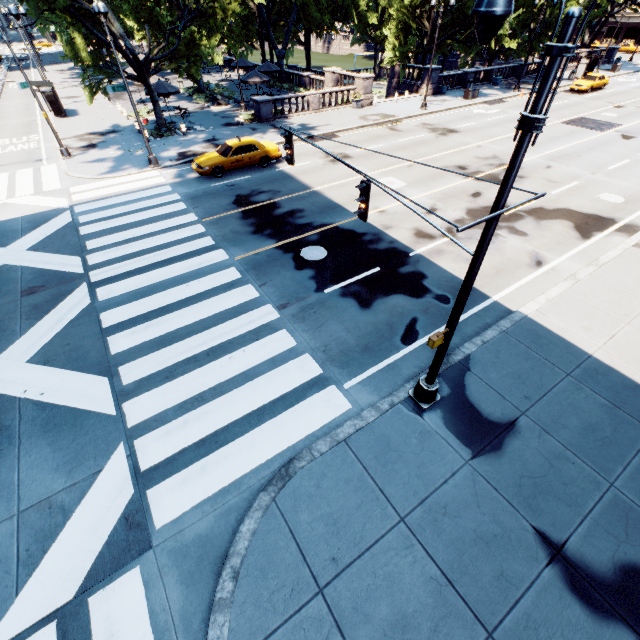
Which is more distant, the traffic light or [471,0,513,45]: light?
the traffic light

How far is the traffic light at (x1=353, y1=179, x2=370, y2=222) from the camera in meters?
6.8

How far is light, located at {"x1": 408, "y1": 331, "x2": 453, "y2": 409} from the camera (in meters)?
6.60

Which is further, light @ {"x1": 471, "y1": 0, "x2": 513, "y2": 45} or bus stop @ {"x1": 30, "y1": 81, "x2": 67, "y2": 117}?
bus stop @ {"x1": 30, "y1": 81, "x2": 67, "y2": 117}

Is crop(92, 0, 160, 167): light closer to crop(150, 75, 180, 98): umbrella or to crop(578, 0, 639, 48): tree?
crop(578, 0, 639, 48): tree

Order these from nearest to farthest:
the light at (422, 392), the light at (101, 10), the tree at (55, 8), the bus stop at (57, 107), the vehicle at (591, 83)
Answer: the light at (422, 392) < the light at (101, 10) < the tree at (55, 8) < the bus stop at (57, 107) < the vehicle at (591, 83)

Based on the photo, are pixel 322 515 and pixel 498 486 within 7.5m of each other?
yes

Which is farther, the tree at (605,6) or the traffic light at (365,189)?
the tree at (605,6)
